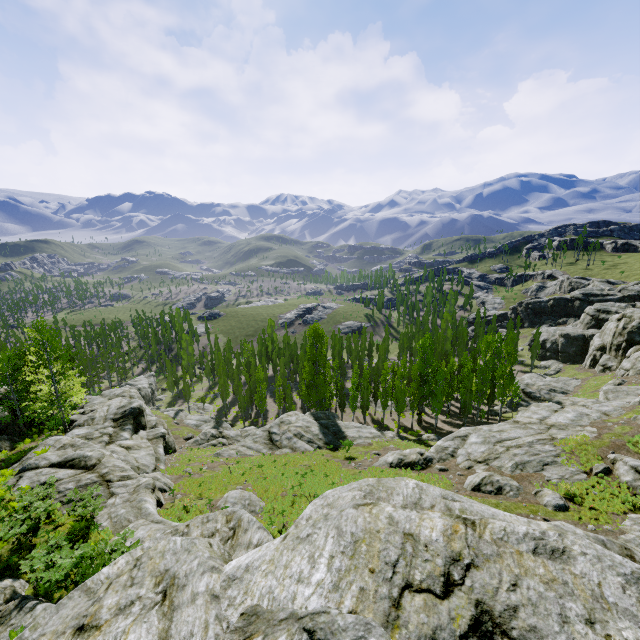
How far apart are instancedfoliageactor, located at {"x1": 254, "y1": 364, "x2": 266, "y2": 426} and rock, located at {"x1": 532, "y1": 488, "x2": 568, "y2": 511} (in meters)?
38.69

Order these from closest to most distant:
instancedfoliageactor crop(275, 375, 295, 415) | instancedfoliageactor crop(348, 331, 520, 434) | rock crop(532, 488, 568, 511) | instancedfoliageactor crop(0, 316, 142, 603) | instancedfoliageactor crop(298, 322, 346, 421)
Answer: instancedfoliageactor crop(0, 316, 142, 603), rock crop(532, 488, 568, 511), instancedfoliageactor crop(348, 331, 520, 434), instancedfoliageactor crop(298, 322, 346, 421), instancedfoliageactor crop(275, 375, 295, 415)

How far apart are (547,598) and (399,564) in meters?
1.8

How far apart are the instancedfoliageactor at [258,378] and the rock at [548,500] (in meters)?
38.69

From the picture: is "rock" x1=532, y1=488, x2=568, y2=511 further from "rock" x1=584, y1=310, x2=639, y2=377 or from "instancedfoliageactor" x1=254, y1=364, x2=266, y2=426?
"instancedfoliageactor" x1=254, y1=364, x2=266, y2=426

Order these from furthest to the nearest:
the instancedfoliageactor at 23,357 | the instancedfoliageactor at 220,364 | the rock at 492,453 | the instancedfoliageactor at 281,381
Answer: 1. the instancedfoliageactor at 220,364
2. the instancedfoliageactor at 281,381
3. the rock at 492,453
4. the instancedfoliageactor at 23,357

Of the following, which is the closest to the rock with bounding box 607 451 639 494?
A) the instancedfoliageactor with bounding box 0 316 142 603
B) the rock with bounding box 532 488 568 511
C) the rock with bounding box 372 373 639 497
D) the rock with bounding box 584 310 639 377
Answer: the rock with bounding box 372 373 639 497

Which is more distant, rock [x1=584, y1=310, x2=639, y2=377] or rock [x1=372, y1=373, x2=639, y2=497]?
rock [x1=584, y1=310, x2=639, y2=377]
